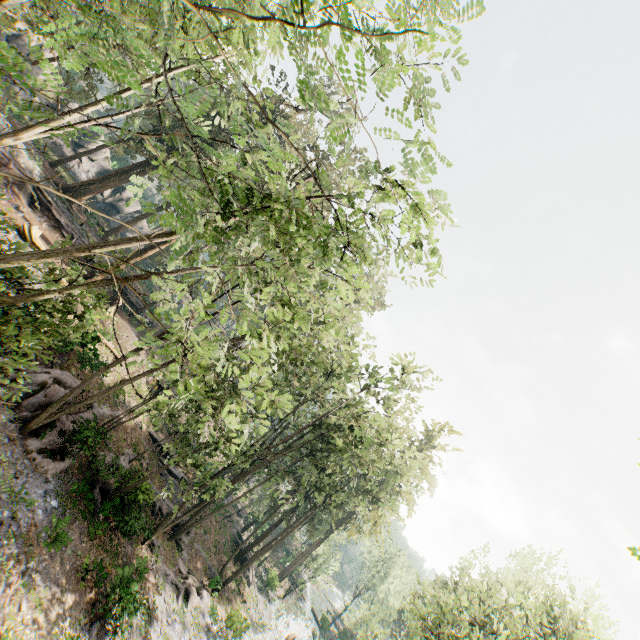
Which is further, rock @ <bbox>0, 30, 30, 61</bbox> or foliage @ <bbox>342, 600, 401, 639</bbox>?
rock @ <bbox>0, 30, 30, 61</bbox>

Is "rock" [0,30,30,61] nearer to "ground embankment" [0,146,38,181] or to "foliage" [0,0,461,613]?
"foliage" [0,0,461,613]

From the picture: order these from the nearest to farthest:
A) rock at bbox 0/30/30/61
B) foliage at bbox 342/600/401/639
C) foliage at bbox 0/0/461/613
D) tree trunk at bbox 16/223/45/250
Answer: foliage at bbox 0/0/461/613 < tree trunk at bbox 16/223/45/250 < foliage at bbox 342/600/401/639 < rock at bbox 0/30/30/61

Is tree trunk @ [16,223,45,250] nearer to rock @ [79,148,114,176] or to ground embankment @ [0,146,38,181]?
ground embankment @ [0,146,38,181]

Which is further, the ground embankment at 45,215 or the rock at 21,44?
the rock at 21,44

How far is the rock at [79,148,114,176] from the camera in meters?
42.7 m

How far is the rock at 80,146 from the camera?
41.56m

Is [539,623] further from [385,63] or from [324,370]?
[385,63]
